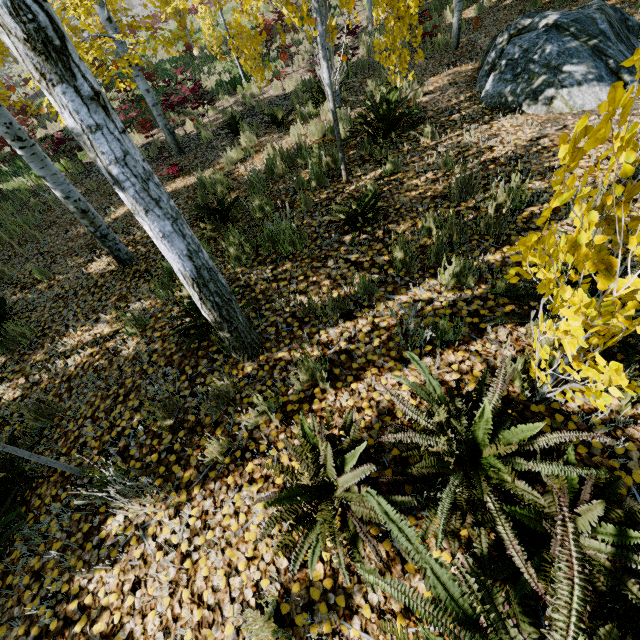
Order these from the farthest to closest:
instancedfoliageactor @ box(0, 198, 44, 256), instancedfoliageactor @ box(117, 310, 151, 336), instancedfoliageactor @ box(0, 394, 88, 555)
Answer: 1. instancedfoliageactor @ box(0, 198, 44, 256)
2. instancedfoliageactor @ box(117, 310, 151, 336)
3. instancedfoliageactor @ box(0, 394, 88, 555)

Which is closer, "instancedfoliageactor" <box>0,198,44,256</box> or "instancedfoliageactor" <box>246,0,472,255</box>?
"instancedfoliageactor" <box>246,0,472,255</box>

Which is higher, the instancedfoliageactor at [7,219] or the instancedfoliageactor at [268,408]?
the instancedfoliageactor at [268,408]

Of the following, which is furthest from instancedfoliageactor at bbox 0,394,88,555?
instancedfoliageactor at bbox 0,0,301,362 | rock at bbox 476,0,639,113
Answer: rock at bbox 476,0,639,113

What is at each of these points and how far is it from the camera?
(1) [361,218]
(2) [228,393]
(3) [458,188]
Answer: (1) instancedfoliageactor, 3.9 meters
(2) instancedfoliageactor, 2.7 meters
(3) instancedfoliageactor, 3.7 meters

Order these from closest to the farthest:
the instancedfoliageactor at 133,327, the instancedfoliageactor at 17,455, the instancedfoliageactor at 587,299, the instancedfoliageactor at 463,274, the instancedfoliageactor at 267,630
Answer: the instancedfoliageactor at 587,299 < the instancedfoliageactor at 267,630 < the instancedfoliageactor at 17,455 < the instancedfoliageactor at 463,274 < the instancedfoliageactor at 133,327
